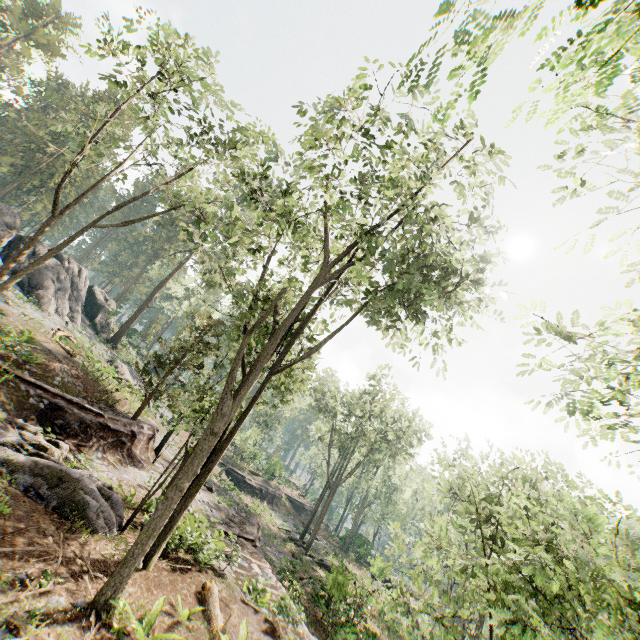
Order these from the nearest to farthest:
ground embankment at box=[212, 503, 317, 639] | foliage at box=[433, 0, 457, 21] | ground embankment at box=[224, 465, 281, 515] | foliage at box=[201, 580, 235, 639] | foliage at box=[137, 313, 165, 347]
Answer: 1. foliage at box=[433, 0, 457, 21]
2. foliage at box=[201, 580, 235, 639]
3. ground embankment at box=[212, 503, 317, 639]
4. ground embankment at box=[224, 465, 281, 515]
5. foliage at box=[137, 313, 165, 347]

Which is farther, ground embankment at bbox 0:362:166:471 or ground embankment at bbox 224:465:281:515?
ground embankment at bbox 224:465:281:515

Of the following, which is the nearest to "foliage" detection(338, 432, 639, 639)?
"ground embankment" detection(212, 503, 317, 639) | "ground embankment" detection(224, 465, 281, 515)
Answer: "ground embankment" detection(212, 503, 317, 639)

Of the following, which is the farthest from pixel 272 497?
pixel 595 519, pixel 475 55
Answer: pixel 475 55

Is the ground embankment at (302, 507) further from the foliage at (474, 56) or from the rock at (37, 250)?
the rock at (37, 250)

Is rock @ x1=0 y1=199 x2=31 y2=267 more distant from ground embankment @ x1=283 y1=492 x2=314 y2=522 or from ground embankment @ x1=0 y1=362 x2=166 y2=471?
ground embankment @ x1=283 y1=492 x2=314 y2=522

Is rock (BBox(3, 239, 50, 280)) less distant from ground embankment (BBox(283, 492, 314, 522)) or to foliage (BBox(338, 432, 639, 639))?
foliage (BBox(338, 432, 639, 639))

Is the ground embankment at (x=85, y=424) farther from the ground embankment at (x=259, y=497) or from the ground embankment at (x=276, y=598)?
the ground embankment at (x=259, y=497)
